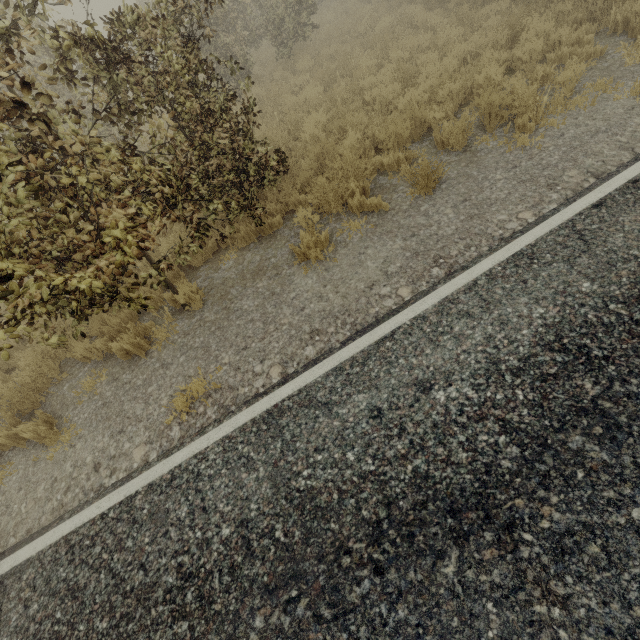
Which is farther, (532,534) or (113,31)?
(113,31)

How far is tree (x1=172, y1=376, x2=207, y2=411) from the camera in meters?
4.1 m

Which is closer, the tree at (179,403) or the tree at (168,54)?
the tree at (168,54)

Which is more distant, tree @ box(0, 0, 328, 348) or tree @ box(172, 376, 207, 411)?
tree @ box(172, 376, 207, 411)

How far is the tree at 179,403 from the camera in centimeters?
412cm

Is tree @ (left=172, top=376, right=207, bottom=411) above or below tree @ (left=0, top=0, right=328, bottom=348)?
below
